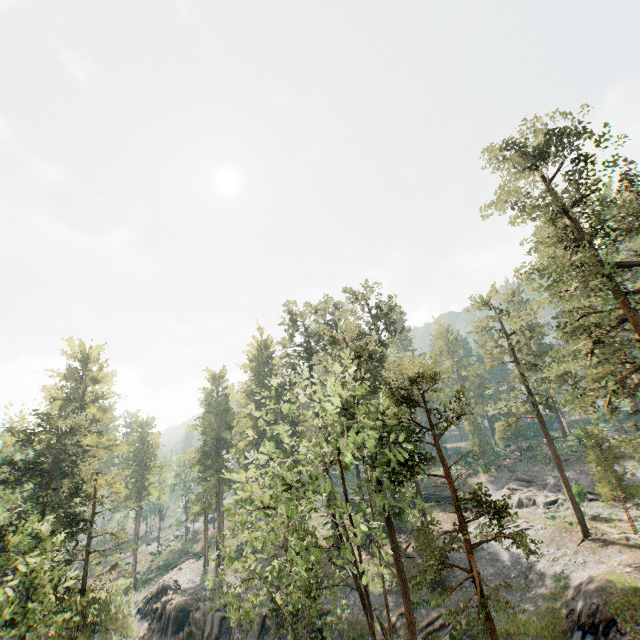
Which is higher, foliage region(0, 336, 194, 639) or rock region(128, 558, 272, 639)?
foliage region(0, 336, 194, 639)

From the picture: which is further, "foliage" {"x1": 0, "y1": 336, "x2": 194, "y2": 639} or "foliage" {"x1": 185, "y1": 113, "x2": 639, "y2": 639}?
"foliage" {"x1": 0, "y1": 336, "x2": 194, "y2": 639}

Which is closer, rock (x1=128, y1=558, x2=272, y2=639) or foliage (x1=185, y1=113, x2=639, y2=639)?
foliage (x1=185, y1=113, x2=639, y2=639)

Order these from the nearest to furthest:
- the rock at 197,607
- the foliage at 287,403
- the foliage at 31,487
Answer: the foliage at 287,403 → the foliage at 31,487 → the rock at 197,607

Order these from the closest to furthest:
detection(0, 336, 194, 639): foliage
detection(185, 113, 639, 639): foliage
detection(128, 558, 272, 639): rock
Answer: detection(185, 113, 639, 639): foliage
detection(0, 336, 194, 639): foliage
detection(128, 558, 272, 639): rock

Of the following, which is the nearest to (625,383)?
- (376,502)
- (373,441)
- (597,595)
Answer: (597,595)

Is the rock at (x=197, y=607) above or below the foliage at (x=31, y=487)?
below
